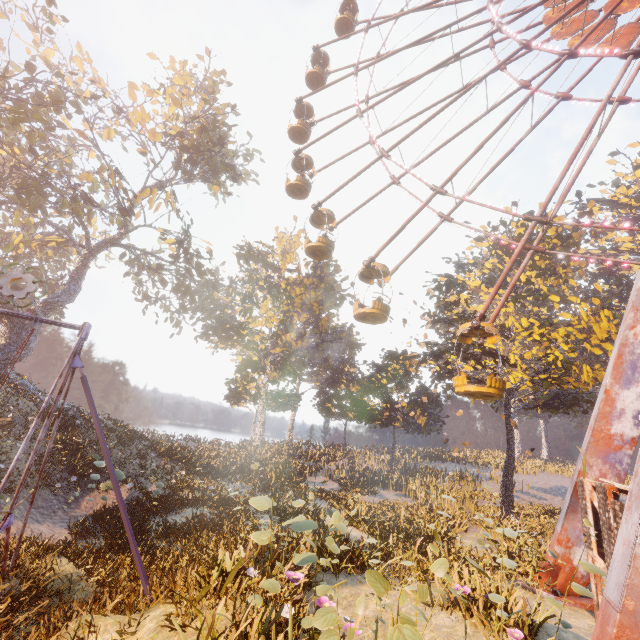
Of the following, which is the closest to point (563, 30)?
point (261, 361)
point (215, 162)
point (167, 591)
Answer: point (215, 162)

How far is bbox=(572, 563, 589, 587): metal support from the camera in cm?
1114

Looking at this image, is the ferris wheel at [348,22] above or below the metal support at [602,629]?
above

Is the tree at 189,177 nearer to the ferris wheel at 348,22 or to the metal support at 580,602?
the ferris wheel at 348,22

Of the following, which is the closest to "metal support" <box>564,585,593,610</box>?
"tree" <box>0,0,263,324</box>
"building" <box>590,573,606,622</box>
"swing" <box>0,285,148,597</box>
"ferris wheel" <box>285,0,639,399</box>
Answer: "ferris wheel" <box>285,0,639,399</box>

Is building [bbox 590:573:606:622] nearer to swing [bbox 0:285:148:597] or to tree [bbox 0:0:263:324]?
swing [bbox 0:285:148:597]

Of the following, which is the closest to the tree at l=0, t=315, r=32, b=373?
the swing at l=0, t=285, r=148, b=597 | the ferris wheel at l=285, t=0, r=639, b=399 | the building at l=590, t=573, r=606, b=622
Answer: the ferris wheel at l=285, t=0, r=639, b=399

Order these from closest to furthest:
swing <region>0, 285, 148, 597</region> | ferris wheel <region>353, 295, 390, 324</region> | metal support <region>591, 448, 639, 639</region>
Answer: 1. metal support <region>591, 448, 639, 639</region>
2. swing <region>0, 285, 148, 597</region>
3. ferris wheel <region>353, 295, 390, 324</region>
